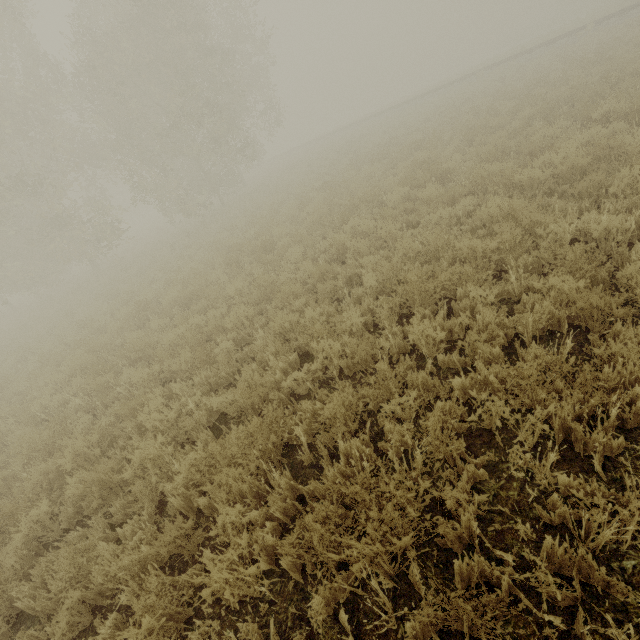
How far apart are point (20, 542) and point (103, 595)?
1.60m

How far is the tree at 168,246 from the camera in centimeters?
1643cm

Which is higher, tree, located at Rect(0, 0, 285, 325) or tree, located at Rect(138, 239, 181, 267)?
tree, located at Rect(0, 0, 285, 325)

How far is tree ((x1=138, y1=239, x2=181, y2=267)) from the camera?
16.4 meters

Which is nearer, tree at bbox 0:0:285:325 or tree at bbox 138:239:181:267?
tree at bbox 0:0:285:325

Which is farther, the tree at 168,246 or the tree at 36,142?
the tree at 168,246
